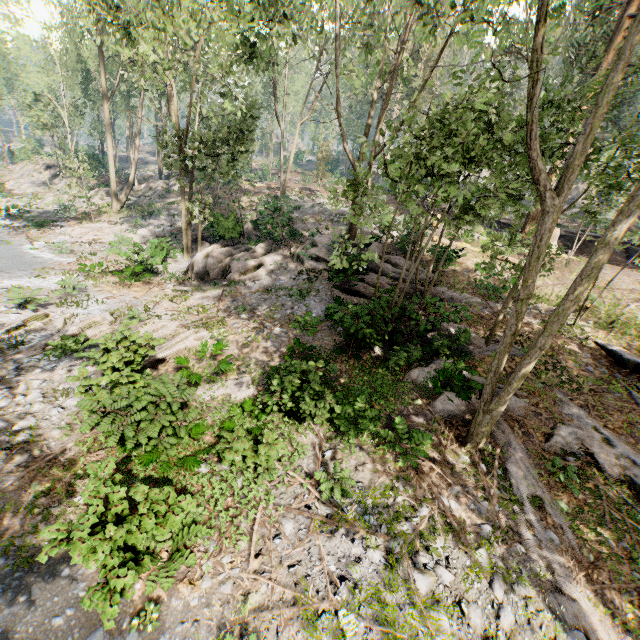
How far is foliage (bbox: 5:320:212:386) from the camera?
10.08m

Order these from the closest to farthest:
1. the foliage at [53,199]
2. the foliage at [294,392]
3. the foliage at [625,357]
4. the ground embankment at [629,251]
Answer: the foliage at [294,392] < the foliage at [625,357] < the ground embankment at [629,251] < the foliage at [53,199]

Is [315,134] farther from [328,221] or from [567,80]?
[567,80]

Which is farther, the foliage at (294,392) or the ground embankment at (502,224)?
the ground embankment at (502,224)

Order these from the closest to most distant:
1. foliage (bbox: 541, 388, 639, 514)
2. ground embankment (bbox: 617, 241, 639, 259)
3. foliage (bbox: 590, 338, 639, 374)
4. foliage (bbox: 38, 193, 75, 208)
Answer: foliage (bbox: 541, 388, 639, 514) → foliage (bbox: 590, 338, 639, 374) → ground embankment (bbox: 617, 241, 639, 259) → foliage (bbox: 38, 193, 75, 208)

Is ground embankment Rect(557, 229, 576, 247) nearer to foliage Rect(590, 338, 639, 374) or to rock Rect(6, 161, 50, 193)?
foliage Rect(590, 338, 639, 374)
